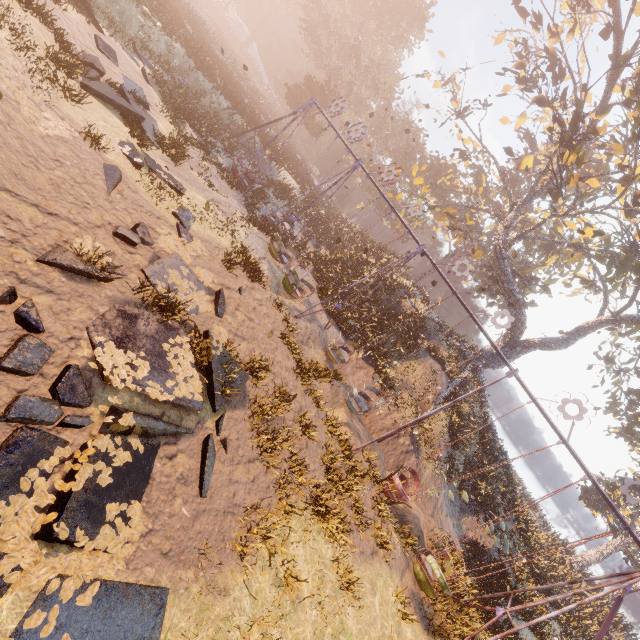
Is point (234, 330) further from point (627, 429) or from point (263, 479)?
point (627, 429)

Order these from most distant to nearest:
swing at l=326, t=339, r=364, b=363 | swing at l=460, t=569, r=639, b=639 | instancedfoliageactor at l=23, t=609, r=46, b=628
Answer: swing at l=326, t=339, r=364, b=363 < swing at l=460, t=569, r=639, b=639 < instancedfoliageactor at l=23, t=609, r=46, b=628

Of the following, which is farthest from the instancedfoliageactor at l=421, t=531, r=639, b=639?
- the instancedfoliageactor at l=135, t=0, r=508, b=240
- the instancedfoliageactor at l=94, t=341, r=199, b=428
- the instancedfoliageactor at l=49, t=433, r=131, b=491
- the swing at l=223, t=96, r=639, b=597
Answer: the instancedfoliageactor at l=135, t=0, r=508, b=240

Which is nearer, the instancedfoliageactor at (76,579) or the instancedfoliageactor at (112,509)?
the instancedfoliageactor at (76,579)

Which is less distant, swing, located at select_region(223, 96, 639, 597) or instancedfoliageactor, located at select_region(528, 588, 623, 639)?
swing, located at select_region(223, 96, 639, 597)

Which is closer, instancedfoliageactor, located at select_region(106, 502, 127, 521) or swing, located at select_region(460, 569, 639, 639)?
instancedfoliageactor, located at select_region(106, 502, 127, 521)

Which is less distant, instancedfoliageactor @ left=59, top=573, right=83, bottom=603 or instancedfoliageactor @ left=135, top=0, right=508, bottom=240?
instancedfoliageactor @ left=59, top=573, right=83, bottom=603

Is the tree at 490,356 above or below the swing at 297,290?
above
